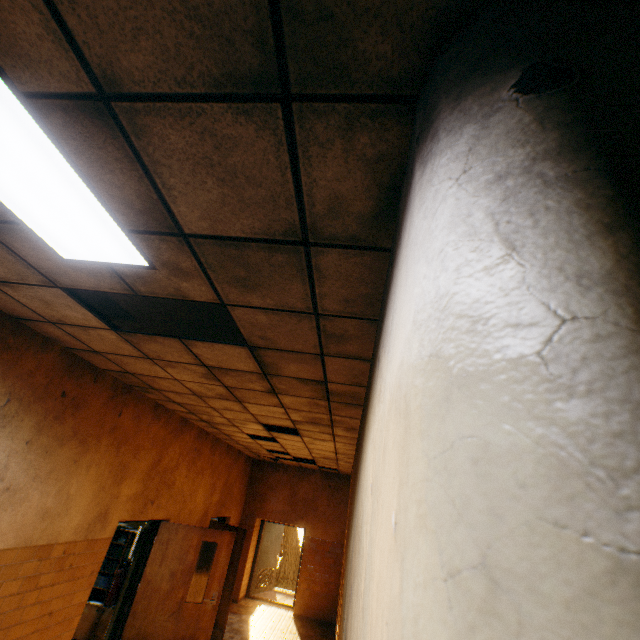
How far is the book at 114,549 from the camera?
6.71m

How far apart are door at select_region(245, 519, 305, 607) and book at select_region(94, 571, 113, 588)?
5.6 meters

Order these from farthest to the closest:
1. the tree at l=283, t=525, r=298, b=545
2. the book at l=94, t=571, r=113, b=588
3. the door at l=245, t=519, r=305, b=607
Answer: the tree at l=283, t=525, r=298, b=545 < the door at l=245, t=519, r=305, b=607 < the book at l=94, t=571, r=113, b=588

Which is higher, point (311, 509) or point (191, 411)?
point (191, 411)

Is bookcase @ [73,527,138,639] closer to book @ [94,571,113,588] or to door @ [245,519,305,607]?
book @ [94,571,113,588]

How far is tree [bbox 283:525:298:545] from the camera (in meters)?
20.72

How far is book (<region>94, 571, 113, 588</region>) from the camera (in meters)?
6.44

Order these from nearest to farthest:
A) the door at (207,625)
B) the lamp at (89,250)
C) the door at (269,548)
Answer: the lamp at (89,250) → the door at (207,625) → the door at (269,548)
